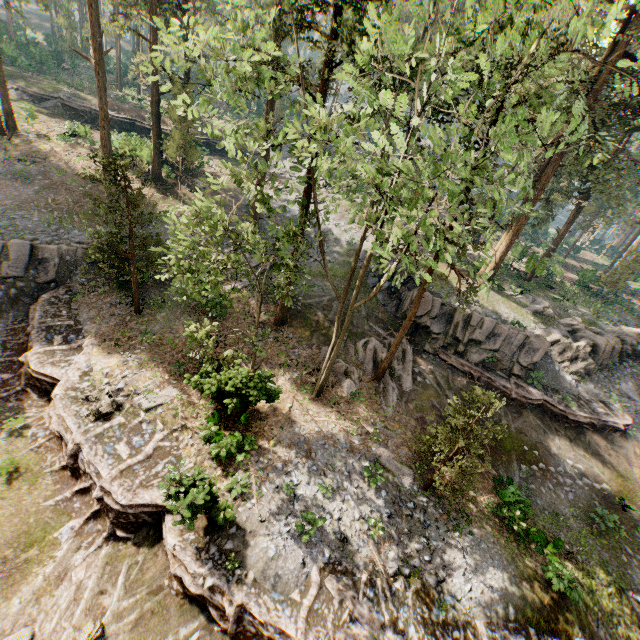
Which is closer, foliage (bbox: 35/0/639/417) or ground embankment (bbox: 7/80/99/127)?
foliage (bbox: 35/0/639/417)

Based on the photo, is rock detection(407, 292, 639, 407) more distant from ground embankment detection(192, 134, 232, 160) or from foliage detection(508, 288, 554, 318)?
ground embankment detection(192, 134, 232, 160)

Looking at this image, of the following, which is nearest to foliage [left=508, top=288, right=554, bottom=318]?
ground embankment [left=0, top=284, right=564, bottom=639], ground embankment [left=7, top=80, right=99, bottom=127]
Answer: ground embankment [left=0, top=284, right=564, bottom=639]

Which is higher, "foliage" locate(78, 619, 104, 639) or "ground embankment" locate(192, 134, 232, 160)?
"ground embankment" locate(192, 134, 232, 160)

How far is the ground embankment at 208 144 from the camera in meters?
35.8

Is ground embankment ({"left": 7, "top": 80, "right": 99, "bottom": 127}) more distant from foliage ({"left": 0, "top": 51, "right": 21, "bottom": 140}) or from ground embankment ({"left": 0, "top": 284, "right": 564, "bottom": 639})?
ground embankment ({"left": 0, "top": 284, "right": 564, "bottom": 639})

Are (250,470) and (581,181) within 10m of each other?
no

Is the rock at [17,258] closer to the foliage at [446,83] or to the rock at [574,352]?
the foliage at [446,83]
